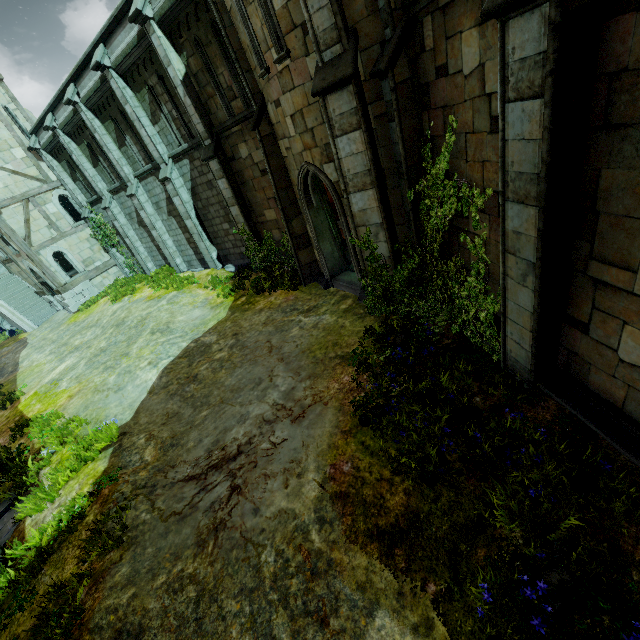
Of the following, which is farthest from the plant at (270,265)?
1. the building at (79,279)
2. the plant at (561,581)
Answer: the building at (79,279)

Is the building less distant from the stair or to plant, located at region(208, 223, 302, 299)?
the stair

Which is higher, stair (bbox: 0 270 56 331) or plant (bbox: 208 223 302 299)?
stair (bbox: 0 270 56 331)

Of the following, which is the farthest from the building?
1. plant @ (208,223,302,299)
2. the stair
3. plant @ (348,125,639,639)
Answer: plant @ (348,125,639,639)

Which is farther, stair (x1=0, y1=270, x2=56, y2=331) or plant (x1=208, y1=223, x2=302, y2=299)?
stair (x1=0, y1=270, x2=56, y2=331)

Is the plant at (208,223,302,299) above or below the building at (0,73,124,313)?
below

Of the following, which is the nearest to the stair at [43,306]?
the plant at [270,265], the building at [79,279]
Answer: the building at [79,279]

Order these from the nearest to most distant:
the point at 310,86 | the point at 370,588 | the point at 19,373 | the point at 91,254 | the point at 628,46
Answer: the point at 628,46, the point at 370,588, the point at 310,86, the point at 19,373, the point at 91,254
